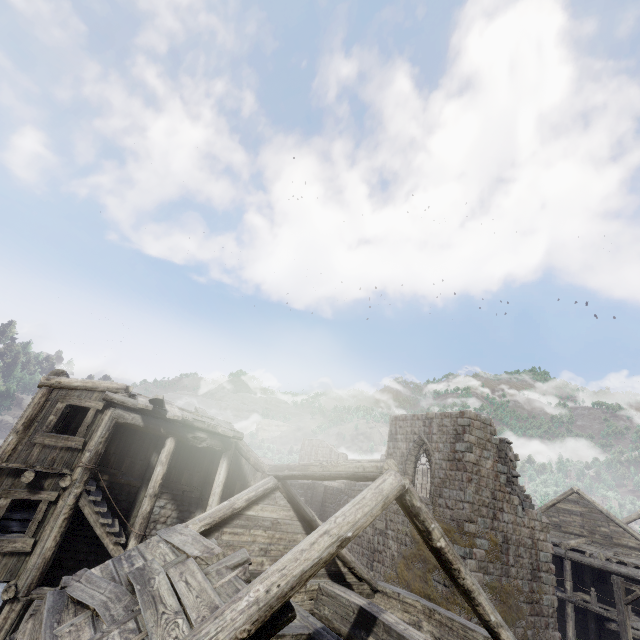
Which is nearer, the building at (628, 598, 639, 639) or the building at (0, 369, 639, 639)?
the building at (0, 369, 639, 639)

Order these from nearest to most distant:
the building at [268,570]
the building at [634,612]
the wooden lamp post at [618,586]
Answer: the building at [268,570] < the wooden lamp post at [618,586] < the building at [634,612]

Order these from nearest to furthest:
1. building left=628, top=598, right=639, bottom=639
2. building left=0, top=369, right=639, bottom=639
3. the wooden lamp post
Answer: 1. building left=0, top=369, right=639, bottom=639
2. the wooden lamp post
3. building left=628, top=598, right=639, bottom=639

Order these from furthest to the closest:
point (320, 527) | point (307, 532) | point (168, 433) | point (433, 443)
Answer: point (433, 443)
point (168, 433)
point (307, 532)
point (320, 527)

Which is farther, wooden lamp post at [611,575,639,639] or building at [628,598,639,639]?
building at [628,598,639,639]

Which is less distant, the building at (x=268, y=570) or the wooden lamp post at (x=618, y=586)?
the building at (x=268, y=570)
